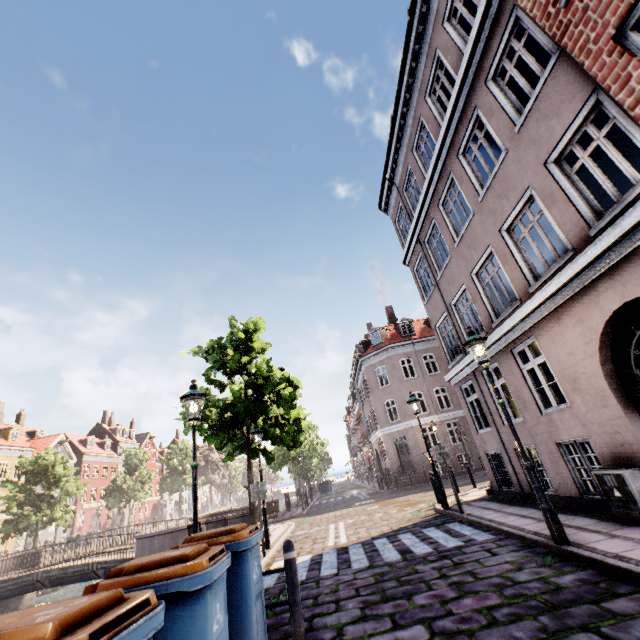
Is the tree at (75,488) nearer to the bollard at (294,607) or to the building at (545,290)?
the building at (545,290)

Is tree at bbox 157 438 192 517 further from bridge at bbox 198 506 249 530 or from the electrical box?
the electrical box

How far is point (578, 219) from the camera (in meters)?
6.05

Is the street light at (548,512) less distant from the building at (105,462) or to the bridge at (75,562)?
the building at (105,462)

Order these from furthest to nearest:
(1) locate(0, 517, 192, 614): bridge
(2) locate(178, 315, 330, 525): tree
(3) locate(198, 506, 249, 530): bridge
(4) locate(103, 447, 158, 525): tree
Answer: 1. (4) locate(103, 447, 158, 525): tree
2. (3) locate(198, 506, 249, 530): bridge
3. (1) locate(0, 517, 192, 614): bridge
4. (2) locate(178, 315, 330, 525): tree

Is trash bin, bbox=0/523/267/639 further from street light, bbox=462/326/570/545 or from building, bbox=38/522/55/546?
building, bbox=38/522/55/546

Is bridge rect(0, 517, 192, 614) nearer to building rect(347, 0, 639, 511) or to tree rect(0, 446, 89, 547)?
tree rect(0, 446, 89, 547)
